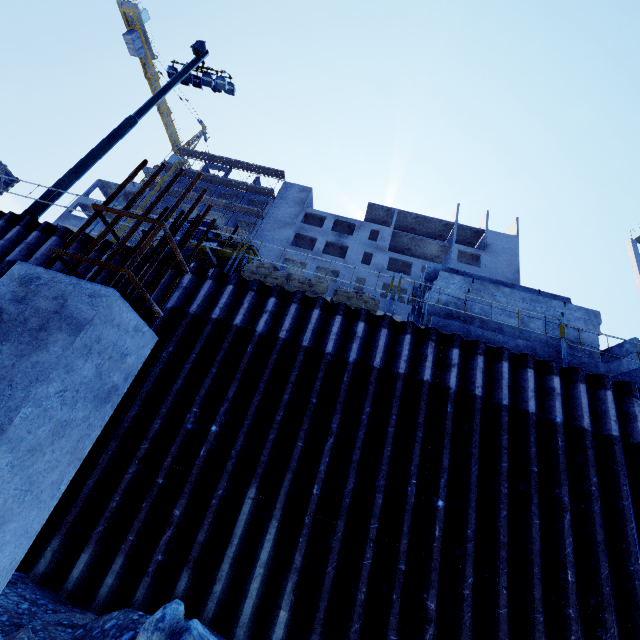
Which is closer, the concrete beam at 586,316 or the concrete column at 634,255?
the concrete beam at 586,316

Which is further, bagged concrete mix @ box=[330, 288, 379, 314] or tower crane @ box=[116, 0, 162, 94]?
tower crane @ box=[116, 0, 162, 94]

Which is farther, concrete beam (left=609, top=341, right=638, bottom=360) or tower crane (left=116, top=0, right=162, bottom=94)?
tower crane (left=116, top=0, right=162, bottom=94)

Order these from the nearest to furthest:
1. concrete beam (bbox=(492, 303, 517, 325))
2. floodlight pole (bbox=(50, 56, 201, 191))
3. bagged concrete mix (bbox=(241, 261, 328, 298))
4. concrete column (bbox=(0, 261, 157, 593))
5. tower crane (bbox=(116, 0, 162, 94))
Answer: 1. concrete column (bbox=(0, 261, 157, 593))
2. concrete beam (bbox=(492, 303, 517, 325))
3. bagged concrete mix (bbox=(241, 261, 328, 298))
4. floodlight pole (bbox=(50, 56, 201, 191))
5. tower crane (bbox=(116, 0, 162, 94))

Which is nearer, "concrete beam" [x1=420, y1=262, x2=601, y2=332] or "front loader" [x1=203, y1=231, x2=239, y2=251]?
"concrete beam" [x1=420, y1=262, x2=601, y2=332]

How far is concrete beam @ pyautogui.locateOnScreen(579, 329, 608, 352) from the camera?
7.6m

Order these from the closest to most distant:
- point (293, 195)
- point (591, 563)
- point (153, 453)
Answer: point (591, 563), point (153, 453), point (293, 195)

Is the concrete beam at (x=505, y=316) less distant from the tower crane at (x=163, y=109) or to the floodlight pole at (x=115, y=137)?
the floodlight pole at (x=115, y=137)
